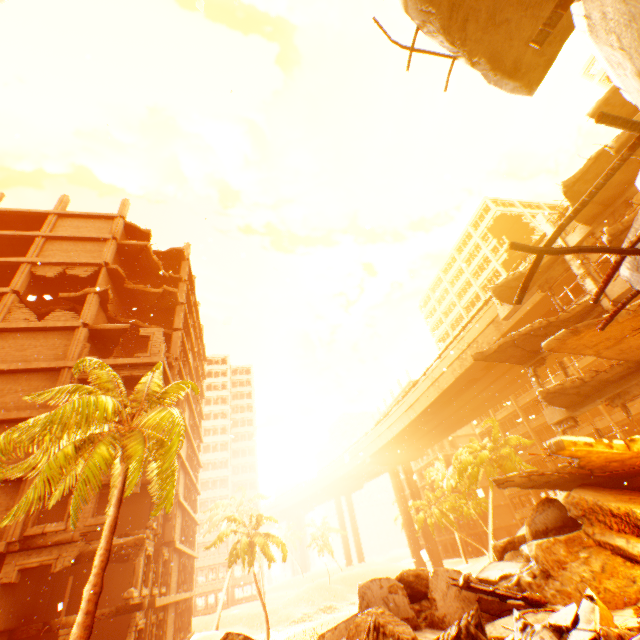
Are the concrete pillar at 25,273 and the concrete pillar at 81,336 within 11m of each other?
yes

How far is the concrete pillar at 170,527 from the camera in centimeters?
2328cm

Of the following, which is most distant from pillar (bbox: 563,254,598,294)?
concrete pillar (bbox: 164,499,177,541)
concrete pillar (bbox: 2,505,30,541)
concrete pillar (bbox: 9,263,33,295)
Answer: concrete pillar (bbox: 9,263,33,295)

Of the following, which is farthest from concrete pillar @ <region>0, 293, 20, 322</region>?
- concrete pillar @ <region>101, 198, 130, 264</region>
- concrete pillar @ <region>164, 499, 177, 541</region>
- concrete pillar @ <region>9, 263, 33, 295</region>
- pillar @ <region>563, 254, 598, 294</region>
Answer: pillar @ <region>563, 254, 598, 294</region>

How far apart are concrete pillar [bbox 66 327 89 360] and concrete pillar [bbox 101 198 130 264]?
9.6 meters

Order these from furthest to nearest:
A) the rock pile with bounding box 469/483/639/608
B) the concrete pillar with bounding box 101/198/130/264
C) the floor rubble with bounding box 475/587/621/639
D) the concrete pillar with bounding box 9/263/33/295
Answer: the concrete pillar with bounding box 101/198/130/264, the concrete pillar with bounding box 9/263/33/295, the rock pile with bounding box 469/483/639/608, the floor rubble with bounding box 475/587/621/639

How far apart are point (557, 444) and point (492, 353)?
7.31m

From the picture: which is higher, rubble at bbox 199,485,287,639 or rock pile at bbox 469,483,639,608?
rubble at bbox 199,485,287,639
